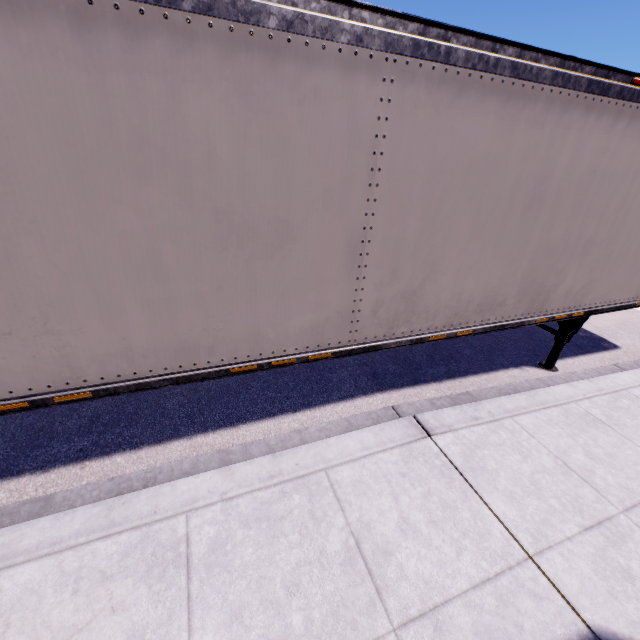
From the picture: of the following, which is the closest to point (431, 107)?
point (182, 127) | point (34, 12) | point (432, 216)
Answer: point (432, 216)
